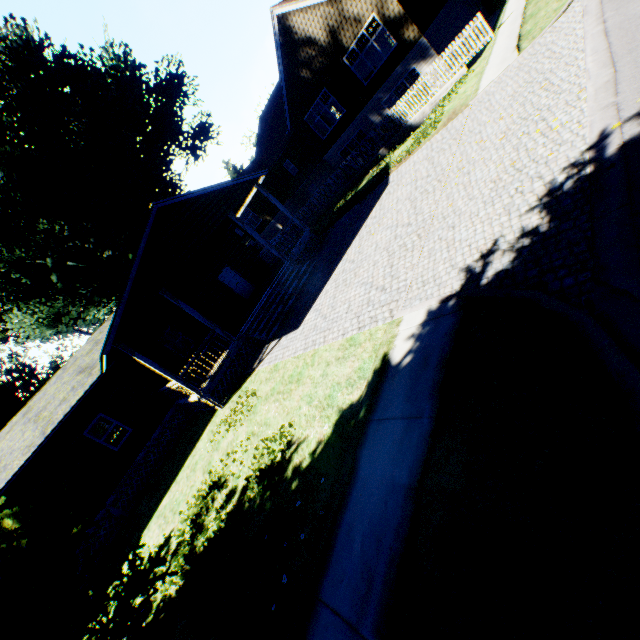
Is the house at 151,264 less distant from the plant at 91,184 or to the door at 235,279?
the door at 235,279

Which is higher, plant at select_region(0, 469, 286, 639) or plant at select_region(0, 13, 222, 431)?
plant at select_region(0, 13, 222, 431)

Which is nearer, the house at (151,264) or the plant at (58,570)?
the plant at (58,570)

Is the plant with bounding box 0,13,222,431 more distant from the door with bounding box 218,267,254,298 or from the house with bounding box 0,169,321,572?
the door with bounding box 218,267,254,298

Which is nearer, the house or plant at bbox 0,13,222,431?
the house

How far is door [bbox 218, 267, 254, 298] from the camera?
19.4m

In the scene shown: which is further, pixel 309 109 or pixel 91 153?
pixel 91 153
